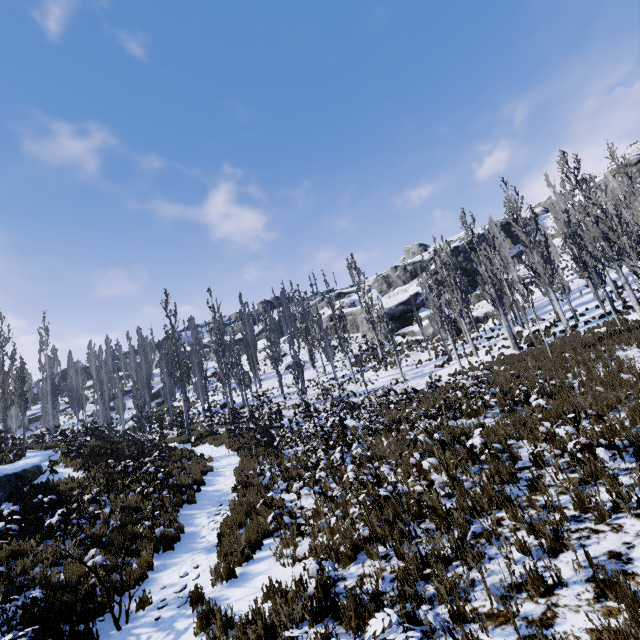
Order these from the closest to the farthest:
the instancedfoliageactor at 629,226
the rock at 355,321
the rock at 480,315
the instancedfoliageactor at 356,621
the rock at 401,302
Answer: the instancedfoliageactor at 356,621
the instancedfoliageactor at 629,226
the rock at 480,315
the rock at 401,302
the rock at 355,321

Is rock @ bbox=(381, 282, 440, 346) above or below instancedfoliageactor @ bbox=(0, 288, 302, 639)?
above

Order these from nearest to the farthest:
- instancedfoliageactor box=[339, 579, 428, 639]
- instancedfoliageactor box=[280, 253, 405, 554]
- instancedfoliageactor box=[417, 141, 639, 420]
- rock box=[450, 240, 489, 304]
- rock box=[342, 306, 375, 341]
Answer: instancedfoliageactor box=[339, 579, 428, 639] → instancedfoliageactor box=[280, 253, 405, 554] → instancedfoliageactor box=[417, 141, 639, 420] → rock box=[450, 240, 489, 304] → rock box=[342, 306, 375, 341]

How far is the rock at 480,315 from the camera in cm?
3778

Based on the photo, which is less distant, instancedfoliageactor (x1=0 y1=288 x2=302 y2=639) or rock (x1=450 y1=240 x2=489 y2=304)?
instancedfoliageactor (x1=0 y1=288 x2=302 y2=639)

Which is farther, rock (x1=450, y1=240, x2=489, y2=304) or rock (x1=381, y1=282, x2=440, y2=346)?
rock (x1=450, y1=240, x2=489, y2=304)

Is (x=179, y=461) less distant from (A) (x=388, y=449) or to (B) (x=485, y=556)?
(A) (x=388, y=449)
